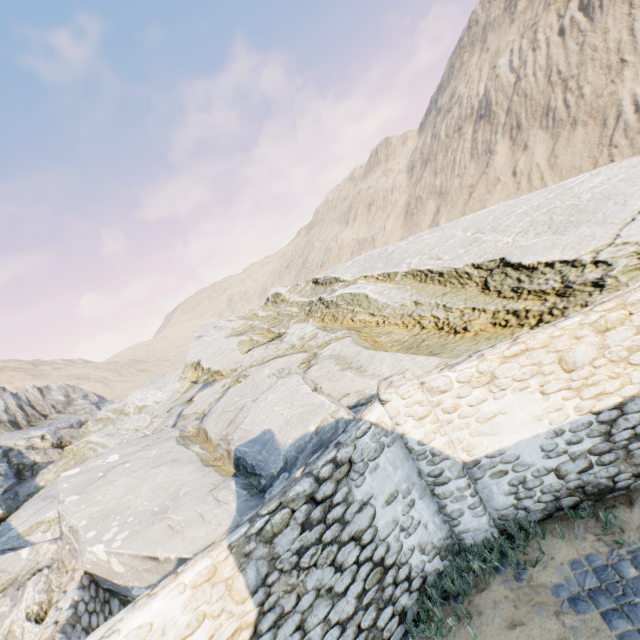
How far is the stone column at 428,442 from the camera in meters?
5.3

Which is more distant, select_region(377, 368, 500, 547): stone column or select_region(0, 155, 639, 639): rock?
select_region(0, 155, 639, 639): rock

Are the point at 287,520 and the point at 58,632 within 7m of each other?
yes

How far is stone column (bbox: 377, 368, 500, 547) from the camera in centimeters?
525cm

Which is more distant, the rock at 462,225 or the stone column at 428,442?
the rock at 462,225
